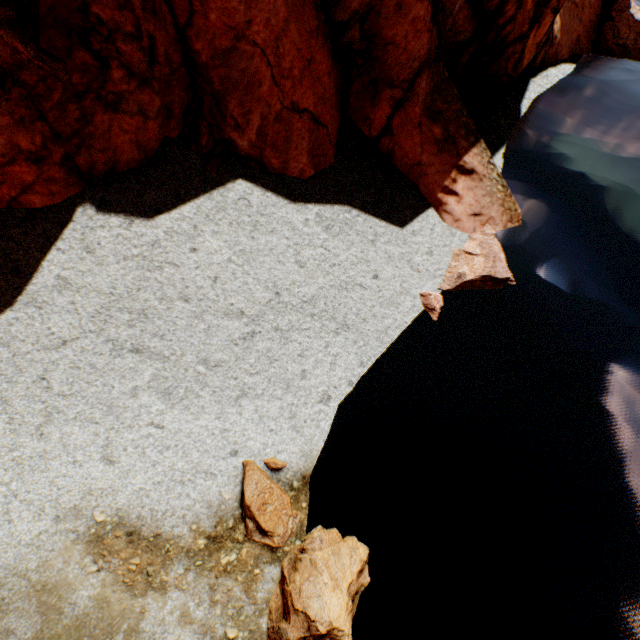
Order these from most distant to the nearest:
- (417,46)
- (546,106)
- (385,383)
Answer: (546,106) < (417,46) < (385,383)

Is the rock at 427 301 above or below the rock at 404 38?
below

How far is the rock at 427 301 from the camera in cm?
960

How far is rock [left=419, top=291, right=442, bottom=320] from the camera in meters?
9.6 m

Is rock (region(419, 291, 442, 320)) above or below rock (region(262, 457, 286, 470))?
below

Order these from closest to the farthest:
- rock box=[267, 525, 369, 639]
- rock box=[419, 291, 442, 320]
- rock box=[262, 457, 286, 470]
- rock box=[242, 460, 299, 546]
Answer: rock box=[267, 525, 369, 639], rock box=[242, 460, 299, 546], rock box=[262, 457, 286, 470], rock box=[419, 291, 442, 320]
